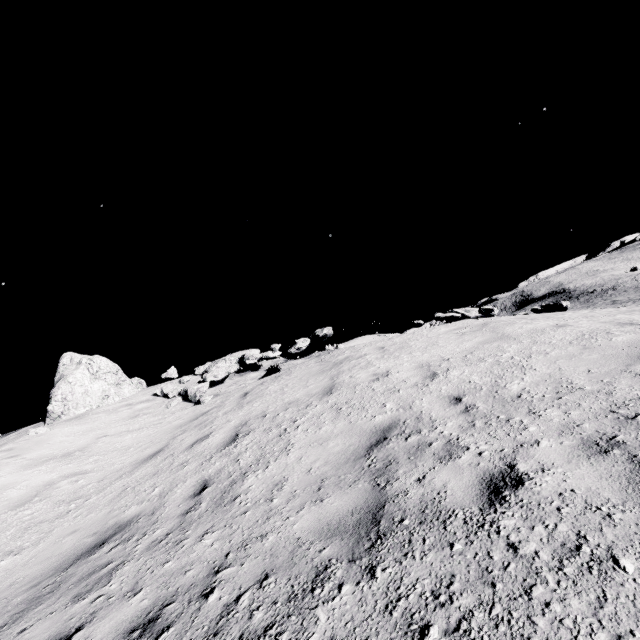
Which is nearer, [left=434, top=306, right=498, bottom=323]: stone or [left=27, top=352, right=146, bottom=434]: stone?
[left=434, top=306, right=498, bottom=323]: stone

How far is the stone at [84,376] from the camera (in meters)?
11.18

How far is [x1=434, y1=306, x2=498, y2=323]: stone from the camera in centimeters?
1047cm

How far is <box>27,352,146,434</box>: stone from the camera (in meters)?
11.18

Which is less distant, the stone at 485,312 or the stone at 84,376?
the stone at 485,312

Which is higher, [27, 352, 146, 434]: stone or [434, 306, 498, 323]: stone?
[27, 352, 146, 434]: stone

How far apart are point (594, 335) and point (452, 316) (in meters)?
6.24
